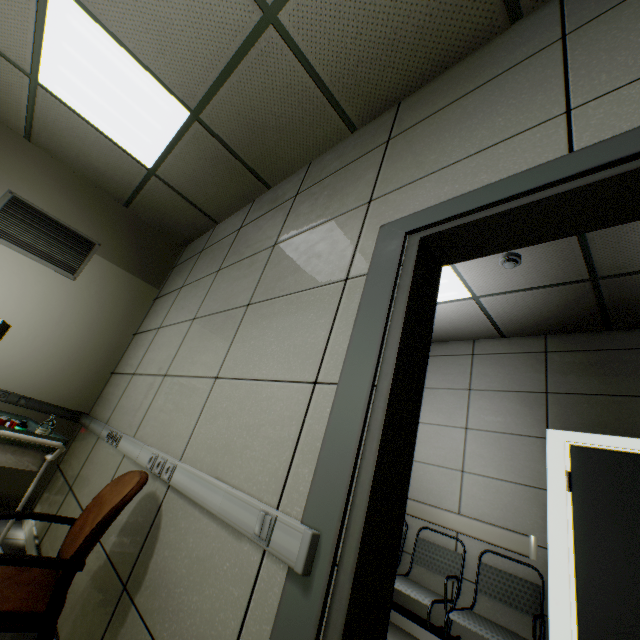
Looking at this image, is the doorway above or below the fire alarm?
below

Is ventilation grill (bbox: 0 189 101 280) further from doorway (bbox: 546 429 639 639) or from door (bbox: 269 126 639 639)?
doorway (bbox: 546 429 639 639)

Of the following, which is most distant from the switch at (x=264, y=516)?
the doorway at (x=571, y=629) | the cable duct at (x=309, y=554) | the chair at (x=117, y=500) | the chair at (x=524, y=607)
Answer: the doorway at (x=571, y=629)

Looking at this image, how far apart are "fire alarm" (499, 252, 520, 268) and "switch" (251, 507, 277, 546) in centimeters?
280cm

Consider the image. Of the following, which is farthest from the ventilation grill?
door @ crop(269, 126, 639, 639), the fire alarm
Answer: the fire alarm

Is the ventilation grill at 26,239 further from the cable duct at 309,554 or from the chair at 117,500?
the chair at 117,500

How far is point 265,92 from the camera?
2.17m

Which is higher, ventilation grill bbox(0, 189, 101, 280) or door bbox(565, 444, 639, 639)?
ventilation grill bbox(0, 189, 101, 280)
